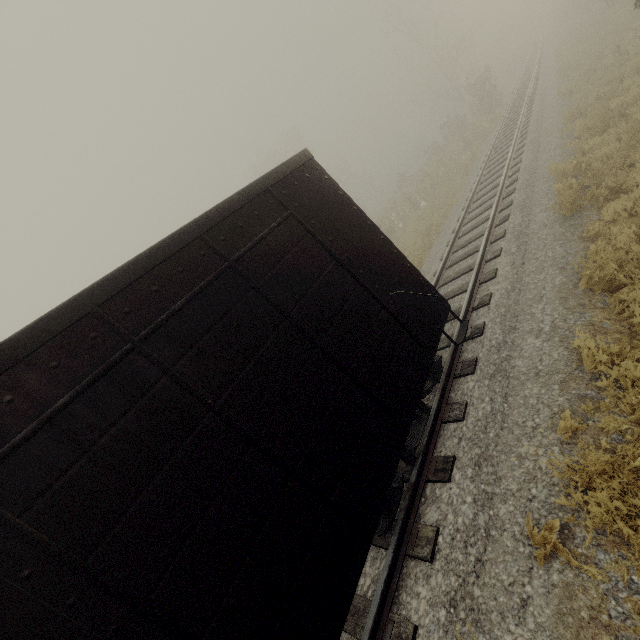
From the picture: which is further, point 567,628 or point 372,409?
point 372,409

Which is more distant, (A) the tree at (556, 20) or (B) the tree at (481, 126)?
(B) the tree at (481, 126)

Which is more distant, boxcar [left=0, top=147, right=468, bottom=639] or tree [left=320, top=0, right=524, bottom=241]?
tree [left=320, top=0, right=524, bottom=241]

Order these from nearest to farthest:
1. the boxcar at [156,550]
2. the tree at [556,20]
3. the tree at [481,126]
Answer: the boxcar at [156,550], the tree at [556,20], the tree at [481,126]

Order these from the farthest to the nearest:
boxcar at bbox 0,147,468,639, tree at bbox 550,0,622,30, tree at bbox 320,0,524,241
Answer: tree at bbox 320,0,524,241 → tree at bbox 550,0,622,30 → boxcar at bbox 0,147,468,639

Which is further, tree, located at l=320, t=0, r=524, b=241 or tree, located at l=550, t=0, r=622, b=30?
tree, located at l=320, t=0, r=524, b=241
